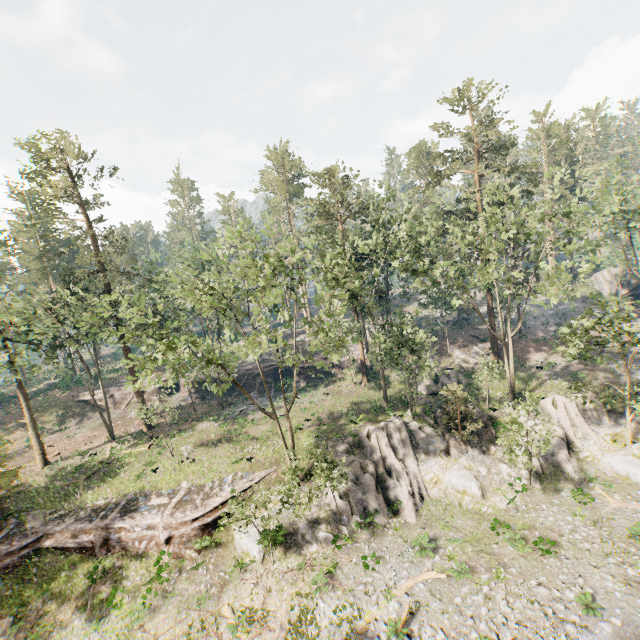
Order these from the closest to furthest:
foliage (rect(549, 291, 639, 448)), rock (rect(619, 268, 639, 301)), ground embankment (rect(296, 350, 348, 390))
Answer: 1. foliage (rect(549, 291, 639, 448))
2. ground embankment (rect(296, 350, 348, 390))
3. rock (rect(619, 268, 639, 301))

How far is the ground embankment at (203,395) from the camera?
44.6m

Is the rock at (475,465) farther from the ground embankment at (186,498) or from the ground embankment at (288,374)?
the ground embankment at (288,374)

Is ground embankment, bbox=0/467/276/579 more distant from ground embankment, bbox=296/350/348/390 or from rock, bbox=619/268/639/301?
rock, bbox=619/268/639/301

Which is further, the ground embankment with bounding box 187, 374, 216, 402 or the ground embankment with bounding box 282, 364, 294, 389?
the ground embankment with bounding box 187, 374, 216, 402

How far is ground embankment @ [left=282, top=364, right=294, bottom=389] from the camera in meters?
43.3 m

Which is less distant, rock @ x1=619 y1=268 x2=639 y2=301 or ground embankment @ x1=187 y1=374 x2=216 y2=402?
ground embankment @ x1=187 y1=374 x2=216 y2=402

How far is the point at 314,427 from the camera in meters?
31.3 m
